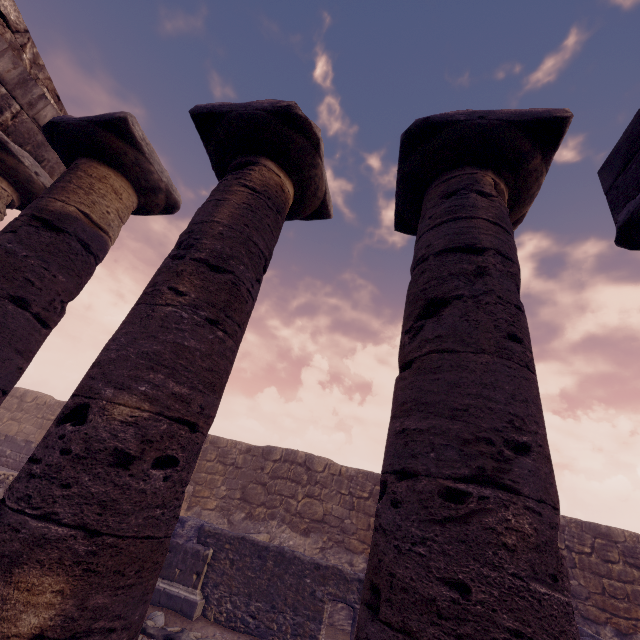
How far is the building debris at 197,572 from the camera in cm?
833

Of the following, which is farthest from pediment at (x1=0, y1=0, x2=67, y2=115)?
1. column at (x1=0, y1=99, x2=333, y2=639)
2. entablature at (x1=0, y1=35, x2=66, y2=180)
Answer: column at (x1=0, y1=99, x2=333, y2=639)

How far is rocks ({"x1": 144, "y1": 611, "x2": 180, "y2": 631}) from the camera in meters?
7.5 m

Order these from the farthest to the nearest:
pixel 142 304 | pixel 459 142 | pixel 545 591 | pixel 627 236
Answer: pixel 627 236
pixel 459 142
pixel 142 304
pixel 545 591

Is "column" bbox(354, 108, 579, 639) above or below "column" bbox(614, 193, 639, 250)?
below

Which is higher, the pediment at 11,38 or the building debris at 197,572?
the pediment at 11,38

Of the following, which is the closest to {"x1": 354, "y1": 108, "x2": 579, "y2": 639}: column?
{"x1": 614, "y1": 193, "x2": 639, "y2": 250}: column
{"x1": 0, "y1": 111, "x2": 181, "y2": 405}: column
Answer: {"x1": 614, "y1": 193, "x2": 639, "y2": 250}: column

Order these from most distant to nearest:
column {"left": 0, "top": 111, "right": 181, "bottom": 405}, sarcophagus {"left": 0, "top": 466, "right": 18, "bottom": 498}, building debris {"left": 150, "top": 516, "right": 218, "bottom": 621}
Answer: sarcophagus {"left": 0, "top": 466, "right": 18, "bottom": 498}, building debris {"left": 150, "top": 516, "right": 218, "bottom": 621}, column {"left": 0, "top": 111, "right": 181, "bottom": 405}
